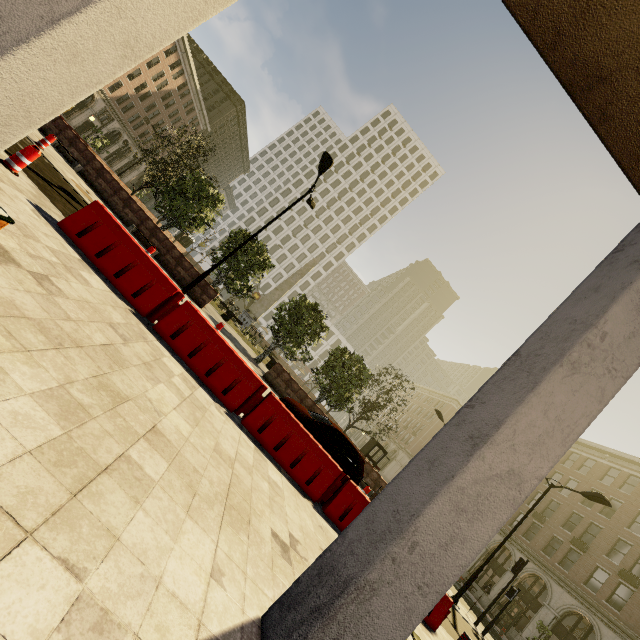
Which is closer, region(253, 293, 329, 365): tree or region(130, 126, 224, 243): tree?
region(130, 126, 224, 243): tree

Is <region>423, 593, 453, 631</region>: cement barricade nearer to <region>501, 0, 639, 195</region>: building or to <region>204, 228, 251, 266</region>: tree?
<region>501, 0, 639, 195</region>: building

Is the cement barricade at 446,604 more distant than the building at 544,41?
Yes

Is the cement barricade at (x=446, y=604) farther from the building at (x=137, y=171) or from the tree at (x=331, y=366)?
the tree at (x=331, y=366)

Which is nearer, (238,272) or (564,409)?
(564,409)

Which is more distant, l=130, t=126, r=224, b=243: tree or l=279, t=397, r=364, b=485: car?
l=130, t=126, r=224, b=243: tree

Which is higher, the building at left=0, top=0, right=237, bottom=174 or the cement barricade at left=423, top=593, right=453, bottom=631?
the building at left=0, top=0, right=237, bottom=174

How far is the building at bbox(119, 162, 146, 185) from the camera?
57.2 meters
